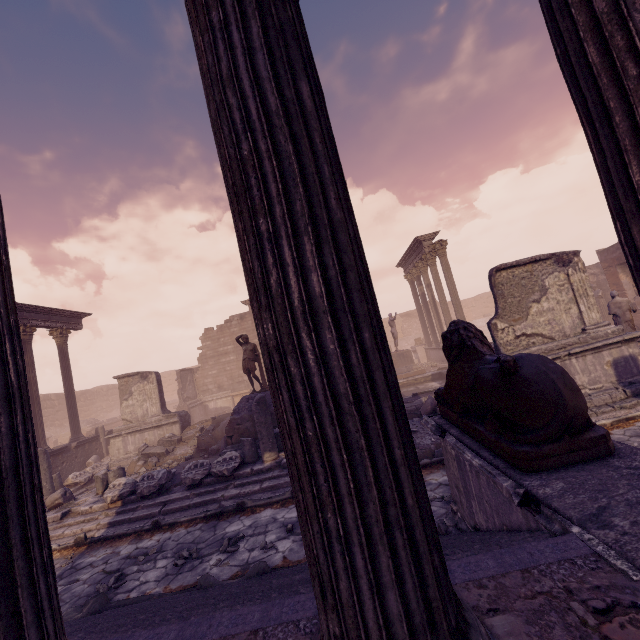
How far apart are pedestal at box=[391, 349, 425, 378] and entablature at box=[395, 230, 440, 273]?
5.62m

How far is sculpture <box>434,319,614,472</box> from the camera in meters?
2.2

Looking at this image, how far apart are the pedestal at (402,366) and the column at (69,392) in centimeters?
1538cm

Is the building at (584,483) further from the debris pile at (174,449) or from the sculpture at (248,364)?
the sculpture at (248,364)

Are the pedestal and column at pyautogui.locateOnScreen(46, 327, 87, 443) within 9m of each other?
no

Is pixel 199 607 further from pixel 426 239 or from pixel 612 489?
pixel 426 239

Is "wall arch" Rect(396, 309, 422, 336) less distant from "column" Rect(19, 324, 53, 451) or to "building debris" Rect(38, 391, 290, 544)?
"building debris" Rect(38, 391, 290, 544)

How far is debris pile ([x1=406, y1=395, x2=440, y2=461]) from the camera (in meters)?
7.53
